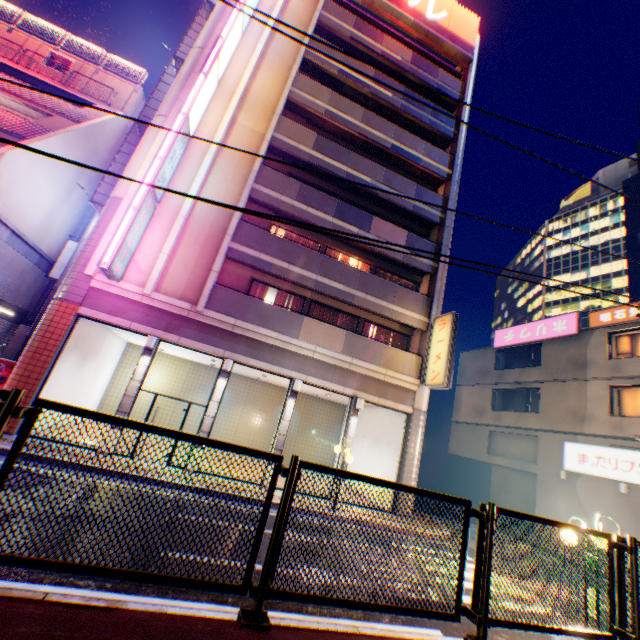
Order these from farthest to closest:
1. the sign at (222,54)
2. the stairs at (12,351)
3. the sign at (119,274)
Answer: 1. the stairs at (12,351)
2. the sign at (222,54)
3. the sign at (119,274)

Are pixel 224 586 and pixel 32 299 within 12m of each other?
no

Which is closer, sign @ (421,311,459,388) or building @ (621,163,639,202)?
sign @ (421,311,459,388)

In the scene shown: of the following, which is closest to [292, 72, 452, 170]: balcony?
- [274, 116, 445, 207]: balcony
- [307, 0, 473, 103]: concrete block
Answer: [307, 0, 473, 103]: concrete block

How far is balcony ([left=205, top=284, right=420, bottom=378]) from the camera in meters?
13.0

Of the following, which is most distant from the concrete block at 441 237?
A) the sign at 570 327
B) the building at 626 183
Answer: the building at 626 183

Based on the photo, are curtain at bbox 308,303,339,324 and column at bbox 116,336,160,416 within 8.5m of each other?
yes

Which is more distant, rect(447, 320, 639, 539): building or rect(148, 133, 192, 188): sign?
rect(447, 320, 639, 539): building
